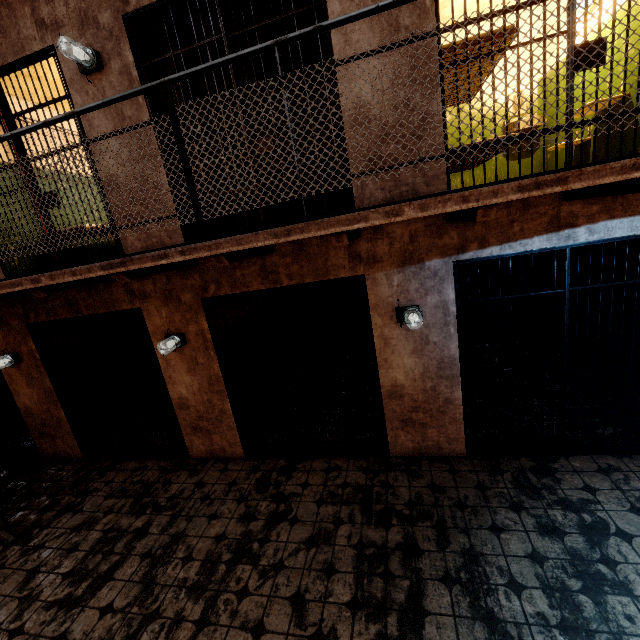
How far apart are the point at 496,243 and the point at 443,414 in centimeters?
202cm

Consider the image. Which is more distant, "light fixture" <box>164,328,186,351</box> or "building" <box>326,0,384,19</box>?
"light fixture" <box>164,328,186,351</box>

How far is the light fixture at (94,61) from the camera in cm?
336

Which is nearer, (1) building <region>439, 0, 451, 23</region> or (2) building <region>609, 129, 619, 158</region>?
(2) building <region>609, 129, 619, 158</region>

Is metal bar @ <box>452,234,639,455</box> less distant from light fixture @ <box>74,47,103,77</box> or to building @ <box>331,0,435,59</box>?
building @ <box>331,0,435,59</box>

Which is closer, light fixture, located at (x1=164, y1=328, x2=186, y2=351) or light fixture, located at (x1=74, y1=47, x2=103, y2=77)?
light fixture, located at (x1=74, y1=47, x2=103, y2=77)

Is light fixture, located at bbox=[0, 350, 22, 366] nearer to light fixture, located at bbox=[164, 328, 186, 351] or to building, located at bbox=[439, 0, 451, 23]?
light fixture, located at bbox=[164, 328, 186, 351]

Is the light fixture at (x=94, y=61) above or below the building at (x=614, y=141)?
above
